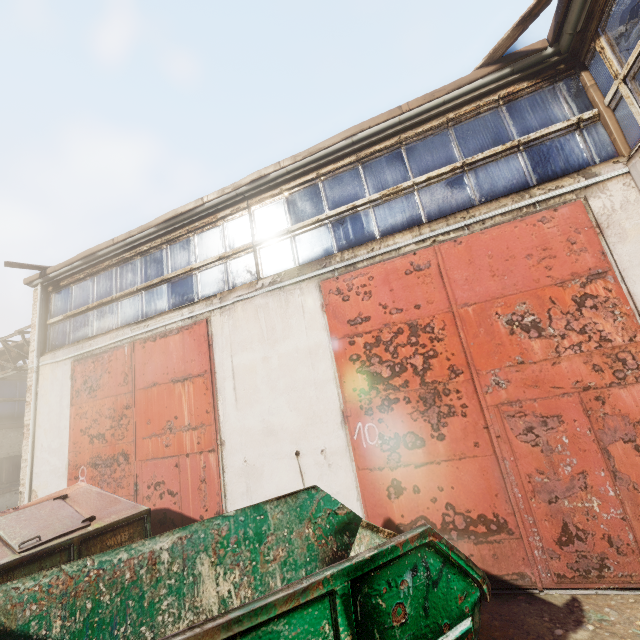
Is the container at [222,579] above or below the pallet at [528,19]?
below

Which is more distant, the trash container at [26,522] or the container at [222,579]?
the trash container at [26,522]

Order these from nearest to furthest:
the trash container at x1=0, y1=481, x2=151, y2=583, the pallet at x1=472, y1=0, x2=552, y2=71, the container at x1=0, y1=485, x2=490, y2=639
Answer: the container at x1=0, y1=485, x2=490, y2=639, the trash container at x1=0, y1=481, x2=151, y2=583, the pallet at x1=472, y1=0, x2=552, y2=71

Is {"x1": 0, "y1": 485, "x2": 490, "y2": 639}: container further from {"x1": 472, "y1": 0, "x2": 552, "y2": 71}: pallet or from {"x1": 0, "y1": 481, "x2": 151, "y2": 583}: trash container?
{"x1": 472, "y1": 0, "x2": 552, "y2": 71}: pallet

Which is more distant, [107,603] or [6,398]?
[6,398]

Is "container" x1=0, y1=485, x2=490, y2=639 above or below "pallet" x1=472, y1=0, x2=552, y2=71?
below

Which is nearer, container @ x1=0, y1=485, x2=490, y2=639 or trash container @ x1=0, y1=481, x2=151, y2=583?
container @ x1=0, y1=485, x2=490, y2=639
